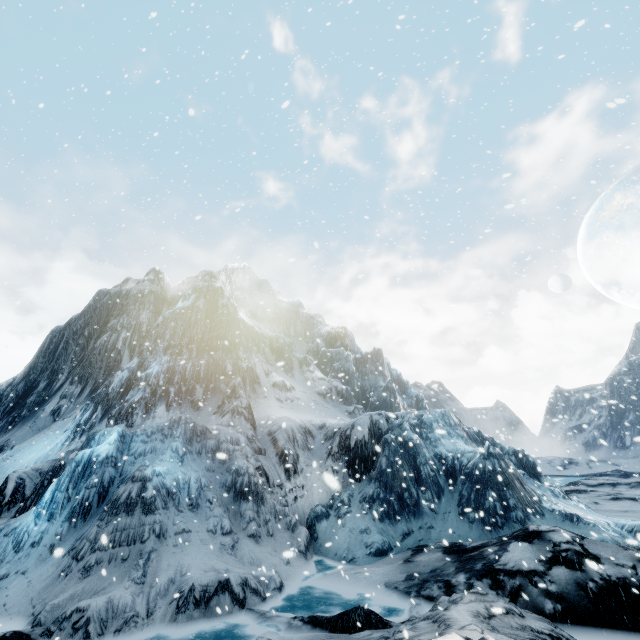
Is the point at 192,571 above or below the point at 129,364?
below
